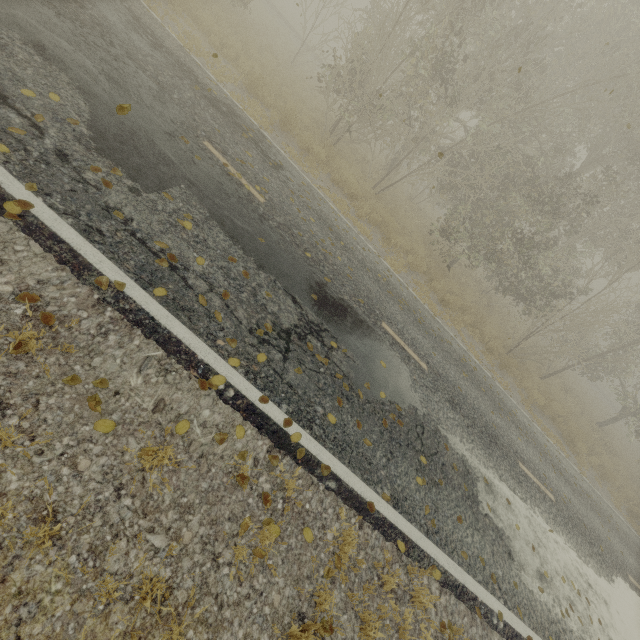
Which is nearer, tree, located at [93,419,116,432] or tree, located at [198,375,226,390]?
tree, located at [93,419,116,432]

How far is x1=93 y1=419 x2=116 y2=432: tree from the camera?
2.6 meters

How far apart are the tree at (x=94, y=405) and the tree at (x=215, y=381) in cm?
84

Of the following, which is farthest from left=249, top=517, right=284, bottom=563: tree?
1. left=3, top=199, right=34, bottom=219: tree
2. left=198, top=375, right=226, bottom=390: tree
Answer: left=3, top=199, right=34, bottom=219: tree

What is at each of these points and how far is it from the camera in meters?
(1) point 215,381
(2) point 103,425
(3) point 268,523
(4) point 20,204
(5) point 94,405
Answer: (1) tree, 3.5 m
(2) tree, 2.6 m
(3) tree, 3.1 m
(4) tree, 3.1 m
(5) tree, 2.7 m

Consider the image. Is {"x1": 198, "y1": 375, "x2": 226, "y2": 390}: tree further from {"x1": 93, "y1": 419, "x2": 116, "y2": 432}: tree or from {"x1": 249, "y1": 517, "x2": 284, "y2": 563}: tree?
{"x1": 249, "y1": 517, "x2": 284, "y2": 563}: tree

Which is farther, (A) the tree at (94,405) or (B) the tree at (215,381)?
(B) the tree at (215,381)
